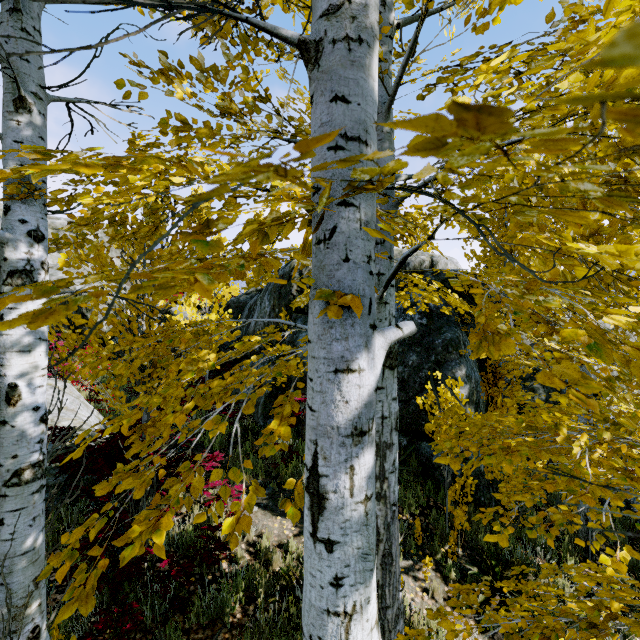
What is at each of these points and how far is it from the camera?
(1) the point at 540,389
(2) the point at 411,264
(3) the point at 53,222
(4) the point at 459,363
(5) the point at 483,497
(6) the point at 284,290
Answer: (1) rock, 8.3m
(2) rock, 8.8m
(3) rock, 35.8m
(4) rock, 6.8m
(5) rock, 5.9m
(6) rock, 9.5m

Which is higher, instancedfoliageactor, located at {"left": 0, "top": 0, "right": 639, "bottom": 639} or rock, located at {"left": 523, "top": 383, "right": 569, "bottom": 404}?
rock, located at {"left": 523, "top": 383, "right": 569, "bottom": 404}

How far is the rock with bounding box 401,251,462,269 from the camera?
8.77m

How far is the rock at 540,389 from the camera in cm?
817

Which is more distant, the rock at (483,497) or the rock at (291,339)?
the rock at (291,339)

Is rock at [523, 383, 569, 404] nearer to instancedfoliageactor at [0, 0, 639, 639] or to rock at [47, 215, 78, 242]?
instancedfoliageactor at [0, 0, 639, 639]

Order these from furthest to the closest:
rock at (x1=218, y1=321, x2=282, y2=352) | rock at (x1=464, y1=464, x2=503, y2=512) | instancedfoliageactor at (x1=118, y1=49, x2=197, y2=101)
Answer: rock at (x1=218, y1=321, x2=282, y2=352) → rock at (x1=464, y1=464, x2=503, y2=512) → instancedfoliageactor at (x1=118, y1=49, x2=197, y2=101)

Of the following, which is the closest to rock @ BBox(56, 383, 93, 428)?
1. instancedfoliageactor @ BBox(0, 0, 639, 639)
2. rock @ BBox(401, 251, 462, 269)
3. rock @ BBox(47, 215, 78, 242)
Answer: instancedfoliageactor @ BBox(0, 0, 639, 639)
